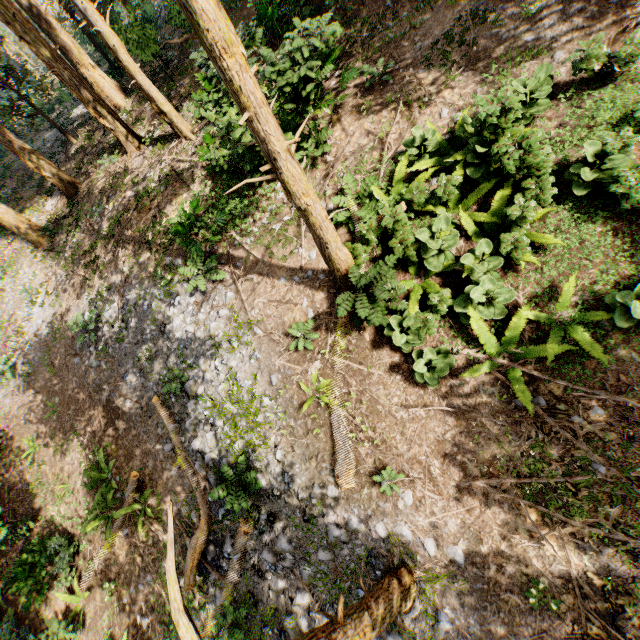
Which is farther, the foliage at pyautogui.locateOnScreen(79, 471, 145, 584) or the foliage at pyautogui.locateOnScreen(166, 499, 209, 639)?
the foliage at pyautogui.locateOnScreen(79, 471, 145, 584)

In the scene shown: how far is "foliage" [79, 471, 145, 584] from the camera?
9.4 meters

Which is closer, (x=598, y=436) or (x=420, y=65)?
(x=598, y=436)

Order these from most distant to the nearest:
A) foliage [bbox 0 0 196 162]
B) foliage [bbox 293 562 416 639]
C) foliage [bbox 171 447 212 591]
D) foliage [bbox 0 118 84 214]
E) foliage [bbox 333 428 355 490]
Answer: foliage [bbox 0 118 84 214], foliage [bbox 0 0 196 162], foliage [bbox 171 447 212 591], foliage [bbox 333 428 355 490], foliage [bbox 293 562 416 639]

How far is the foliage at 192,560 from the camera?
8.2 meters
